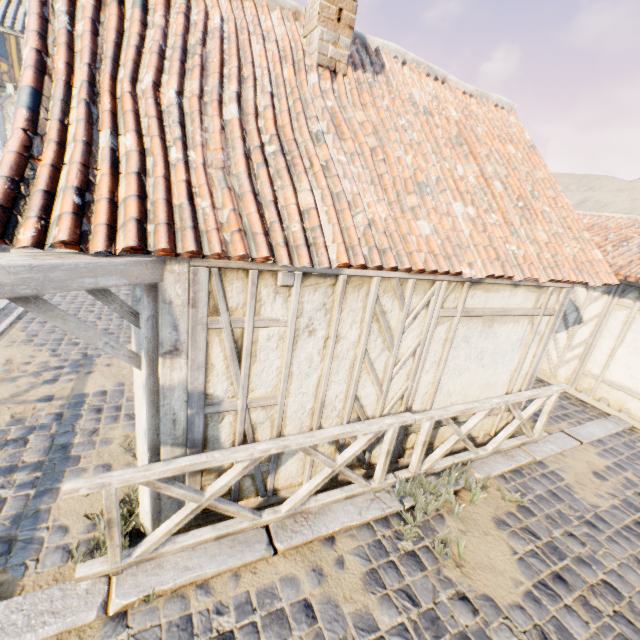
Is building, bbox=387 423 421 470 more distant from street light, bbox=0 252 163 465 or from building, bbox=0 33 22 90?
building, bbox=0 33 22 90

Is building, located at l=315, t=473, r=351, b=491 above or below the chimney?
below

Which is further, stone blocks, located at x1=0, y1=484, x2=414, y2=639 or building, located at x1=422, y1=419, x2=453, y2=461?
building, located at x1=422, y1=419, x2=453, y2=461

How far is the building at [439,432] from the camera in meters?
4.8

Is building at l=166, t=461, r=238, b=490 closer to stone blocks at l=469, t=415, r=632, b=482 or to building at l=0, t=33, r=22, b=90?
stone blocks at l=469, t=415, r=632, b=482

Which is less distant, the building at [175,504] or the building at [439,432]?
the building at [175,504]

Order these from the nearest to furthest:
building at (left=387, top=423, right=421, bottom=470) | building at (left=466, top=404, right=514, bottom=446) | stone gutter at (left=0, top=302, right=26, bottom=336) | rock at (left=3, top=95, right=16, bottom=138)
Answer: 1. building at (left=387, top=423, right=421, bottom=470)
2. building at (left=466, top=404, right=514, bottom=446)
3. stone gutter at (left=0, top=302, right=26, bottom=336)
4. rock at (left=3, top=95, right=16, bottom=138)

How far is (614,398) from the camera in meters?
7.3 m
